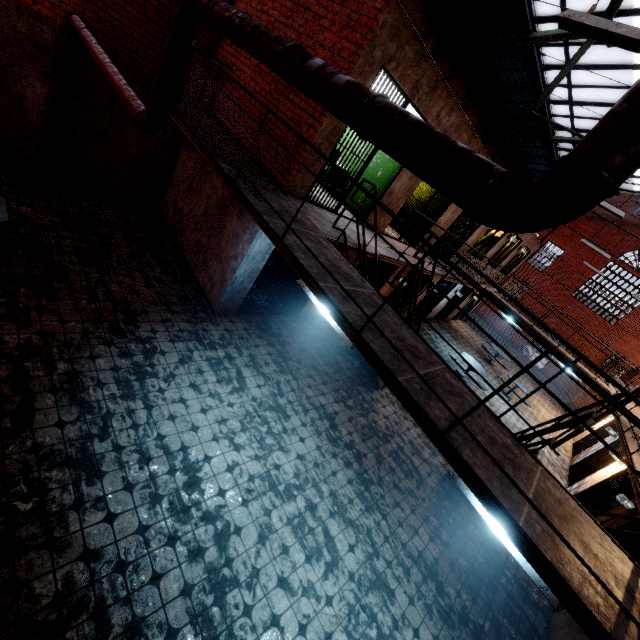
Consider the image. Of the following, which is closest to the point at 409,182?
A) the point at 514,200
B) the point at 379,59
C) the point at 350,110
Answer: the point at 379,59

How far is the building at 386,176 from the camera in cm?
728

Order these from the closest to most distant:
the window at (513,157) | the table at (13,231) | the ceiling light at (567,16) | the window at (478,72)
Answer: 1. the ceiling light at (567,16)
2. the table at (13,231)
3. the window at (478,72)
4. the window at (513,157)

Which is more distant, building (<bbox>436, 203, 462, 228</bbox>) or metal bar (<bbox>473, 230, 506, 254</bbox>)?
metal bar (<bbox>473, 230, 506, 254</bbox>)

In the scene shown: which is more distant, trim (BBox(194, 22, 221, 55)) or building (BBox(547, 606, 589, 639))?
trim (BBox(194, 22, 221, 55))

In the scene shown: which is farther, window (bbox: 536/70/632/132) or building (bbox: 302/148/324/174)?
window (bbox: 536/70/632/132)

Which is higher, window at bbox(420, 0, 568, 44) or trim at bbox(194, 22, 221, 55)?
window at bbox(420, 0, 568, 44)
